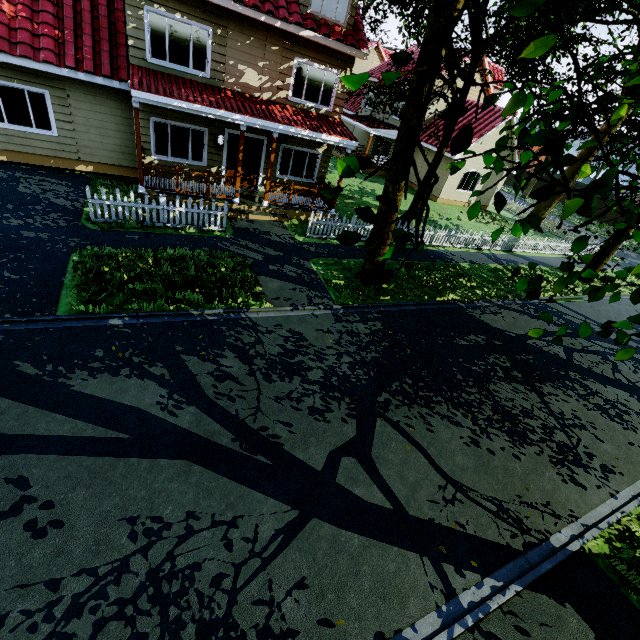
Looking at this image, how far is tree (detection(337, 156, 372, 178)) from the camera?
2.2 meters

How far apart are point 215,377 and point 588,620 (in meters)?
7.18

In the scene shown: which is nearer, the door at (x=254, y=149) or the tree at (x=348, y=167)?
the tree at (x=348, y=167)

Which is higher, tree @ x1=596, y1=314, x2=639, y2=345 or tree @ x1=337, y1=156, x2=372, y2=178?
tree @ x1=337, y1=156, x2=372, y2=178

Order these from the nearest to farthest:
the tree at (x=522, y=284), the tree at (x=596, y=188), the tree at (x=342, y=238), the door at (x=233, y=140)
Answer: the tree at (x=596, y=188) → the tree at (x=342, y=238) → the tree at (x=522, y=284) → the door at (x=233, y=140)

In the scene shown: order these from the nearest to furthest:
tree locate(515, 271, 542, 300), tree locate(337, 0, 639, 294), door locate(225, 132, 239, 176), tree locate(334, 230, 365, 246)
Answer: tree locate(337, 0, 639, 294) < tree locate(334, 230, 365, 246) < tree locate(515, 271, 542, 300) < door locate(225, 132, 239, 176)

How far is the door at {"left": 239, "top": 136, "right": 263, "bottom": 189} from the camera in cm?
1344
